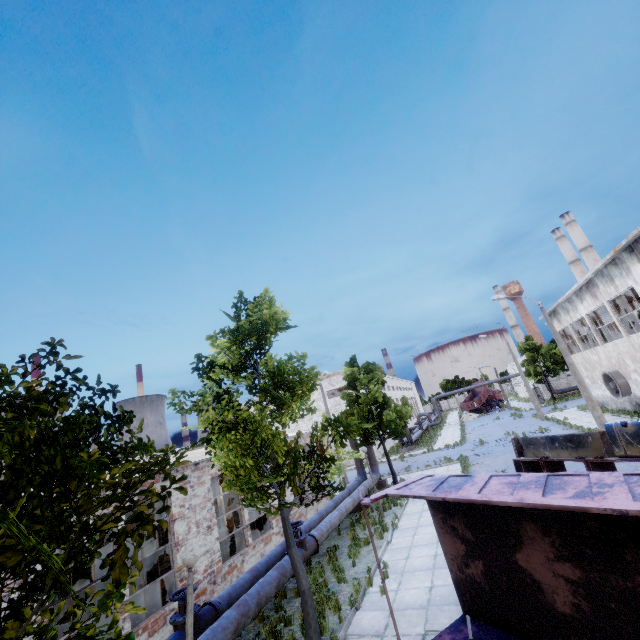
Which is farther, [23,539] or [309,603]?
[309,603]

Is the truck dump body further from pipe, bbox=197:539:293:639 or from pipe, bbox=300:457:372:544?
pipe, bbox=300:457:372:544

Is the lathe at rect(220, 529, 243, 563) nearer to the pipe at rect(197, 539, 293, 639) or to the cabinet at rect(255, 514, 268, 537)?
the cabinet at rect(255, 514, 268, 537)

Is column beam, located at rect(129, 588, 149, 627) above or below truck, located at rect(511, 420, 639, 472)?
below

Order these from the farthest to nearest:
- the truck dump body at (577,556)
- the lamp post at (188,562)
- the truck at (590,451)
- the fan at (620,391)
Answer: the fan at (620,391) → the truck at (590,451) → the lamp post at (188,562) → the truck dump body at (577,556)

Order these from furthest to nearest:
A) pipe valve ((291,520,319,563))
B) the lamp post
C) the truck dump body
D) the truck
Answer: pipe valve ((291,520,319,563))
the truck
the lamp post
the truck dump body

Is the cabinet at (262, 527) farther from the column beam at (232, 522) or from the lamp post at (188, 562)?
the lamp post at (188, 562)

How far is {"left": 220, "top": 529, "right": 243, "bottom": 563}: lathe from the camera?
13.8m
